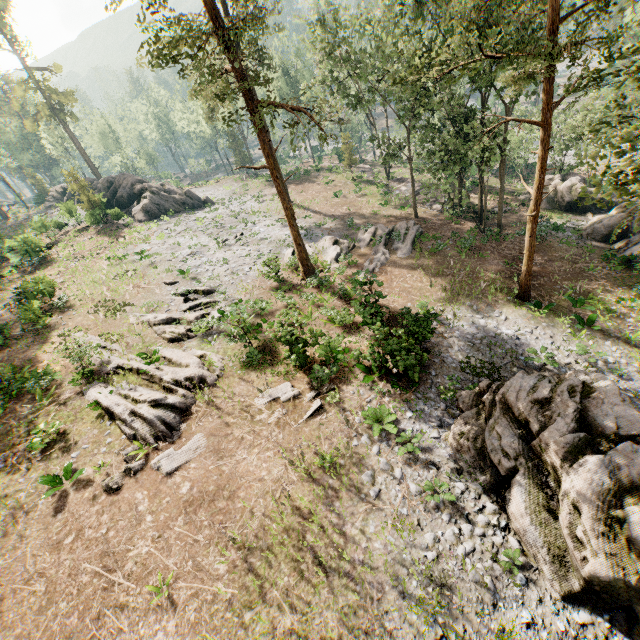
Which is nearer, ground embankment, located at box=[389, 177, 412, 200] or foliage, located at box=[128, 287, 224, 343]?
foliage, located at box=[128, 287, 224, 343]

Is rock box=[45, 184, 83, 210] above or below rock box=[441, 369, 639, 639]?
above

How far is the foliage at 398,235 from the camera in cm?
2433

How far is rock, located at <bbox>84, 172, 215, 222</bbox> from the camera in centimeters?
3794cm

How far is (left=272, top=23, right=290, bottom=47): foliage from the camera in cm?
2970

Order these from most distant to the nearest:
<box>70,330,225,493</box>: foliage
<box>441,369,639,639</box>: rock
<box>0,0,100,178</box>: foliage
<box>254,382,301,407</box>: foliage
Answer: <box>0,0,100,178</box>: foliage → <box>254,382,301,407</box>: foliage → <box>70,330,225,493</box>: foliage → <box>441,369,639,639</box>: rock

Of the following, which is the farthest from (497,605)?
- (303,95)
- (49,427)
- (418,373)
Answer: (303,95)
